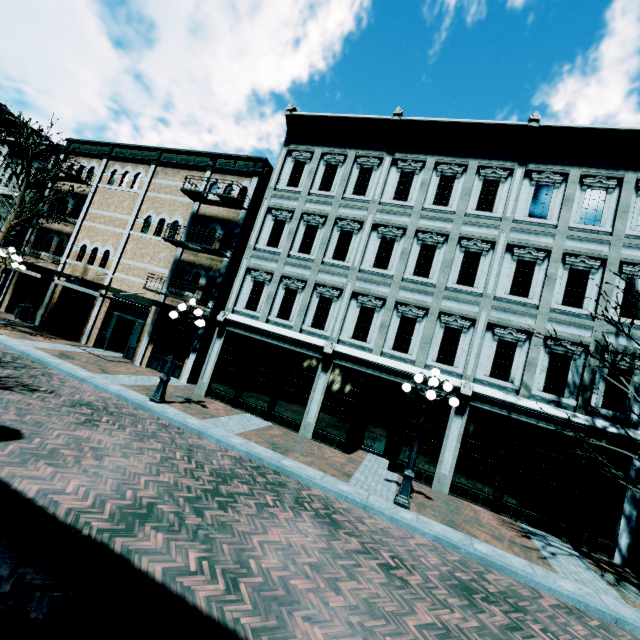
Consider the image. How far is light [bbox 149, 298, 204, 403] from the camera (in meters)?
10.72

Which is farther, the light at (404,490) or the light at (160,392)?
the light at (160,392)

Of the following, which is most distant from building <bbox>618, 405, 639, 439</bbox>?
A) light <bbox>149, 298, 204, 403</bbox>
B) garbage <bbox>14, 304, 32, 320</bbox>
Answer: garbage <bbox>14, 304, 32, 320</bbox>

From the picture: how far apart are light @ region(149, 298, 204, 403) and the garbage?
13.5m

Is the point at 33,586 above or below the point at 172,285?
below

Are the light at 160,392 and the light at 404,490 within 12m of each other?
yes

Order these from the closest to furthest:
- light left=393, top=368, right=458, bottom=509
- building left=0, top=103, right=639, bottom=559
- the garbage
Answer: light left=393, top=368, right=458, bottom=509 < building left=0, top=103, right=639, bottom=559 < the garbage

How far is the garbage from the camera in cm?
1834
